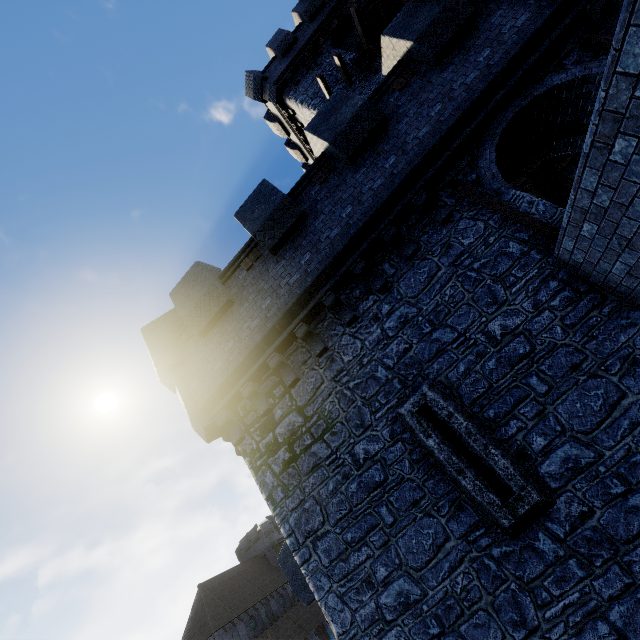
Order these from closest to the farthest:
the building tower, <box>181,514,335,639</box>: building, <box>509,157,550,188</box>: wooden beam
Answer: the building tower < <box>509,157,550,188</box>: wooden beam < <box>181,514,335,639</box>: building

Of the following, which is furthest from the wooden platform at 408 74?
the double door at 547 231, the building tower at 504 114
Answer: the double door at 547 231

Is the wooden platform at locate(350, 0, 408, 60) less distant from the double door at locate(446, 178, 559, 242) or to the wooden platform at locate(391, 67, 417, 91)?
the wooden platform at locate(391, 67, 417, 91)

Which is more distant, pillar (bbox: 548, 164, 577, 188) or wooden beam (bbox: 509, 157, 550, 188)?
pillar (bbox: 548, 164, 577, 188)

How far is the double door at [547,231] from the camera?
5.8m

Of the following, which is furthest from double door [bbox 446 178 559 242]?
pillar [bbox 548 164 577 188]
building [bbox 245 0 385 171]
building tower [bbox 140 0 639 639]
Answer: pillar [bbox 548 164 577 188]

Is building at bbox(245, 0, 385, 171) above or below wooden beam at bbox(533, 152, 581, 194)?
above

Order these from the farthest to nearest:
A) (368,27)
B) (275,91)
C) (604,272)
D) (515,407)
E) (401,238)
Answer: (275,91) < (368,27) < (401,238) < (515,407) < (604,272)
